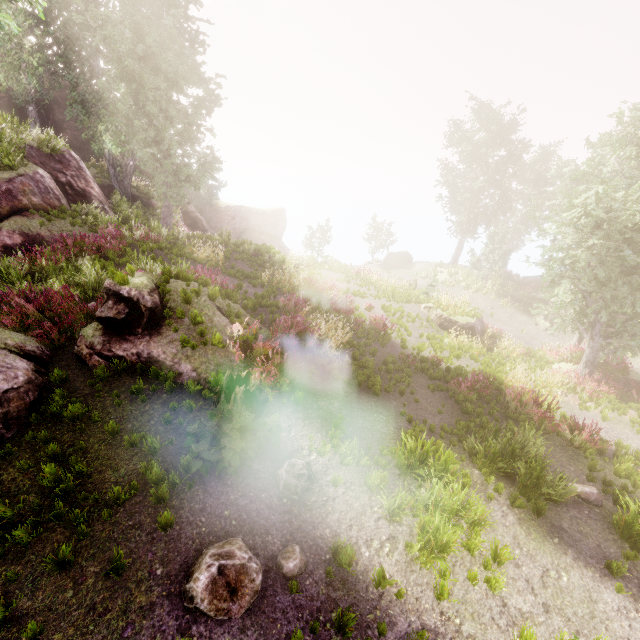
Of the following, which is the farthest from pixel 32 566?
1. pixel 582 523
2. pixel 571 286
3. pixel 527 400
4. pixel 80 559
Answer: pixel 571 286

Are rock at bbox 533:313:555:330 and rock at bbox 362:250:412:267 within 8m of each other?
no

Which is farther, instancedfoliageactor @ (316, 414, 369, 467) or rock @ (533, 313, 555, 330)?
rock @ (533, 313, 555, 330)

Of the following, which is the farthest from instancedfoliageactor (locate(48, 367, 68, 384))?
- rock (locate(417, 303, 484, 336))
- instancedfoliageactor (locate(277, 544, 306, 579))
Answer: rock (locate(417, 303, 484, 336))

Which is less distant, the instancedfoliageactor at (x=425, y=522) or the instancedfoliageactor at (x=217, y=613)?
the instancedfoliageactor at (x=217, y=613)

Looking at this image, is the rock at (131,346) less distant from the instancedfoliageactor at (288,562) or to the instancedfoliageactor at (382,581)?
the instancedfoliageactor at (382,581)

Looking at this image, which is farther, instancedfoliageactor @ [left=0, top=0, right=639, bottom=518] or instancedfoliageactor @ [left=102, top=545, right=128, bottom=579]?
instancedfoliageactor @ [left=0, top=0, right=639, bottom=518]

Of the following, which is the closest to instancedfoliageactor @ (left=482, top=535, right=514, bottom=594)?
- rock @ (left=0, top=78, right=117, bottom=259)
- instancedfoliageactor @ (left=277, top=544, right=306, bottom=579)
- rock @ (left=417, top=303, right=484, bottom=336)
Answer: rock @ (left=0, top=78, right=117, bottom=259)
